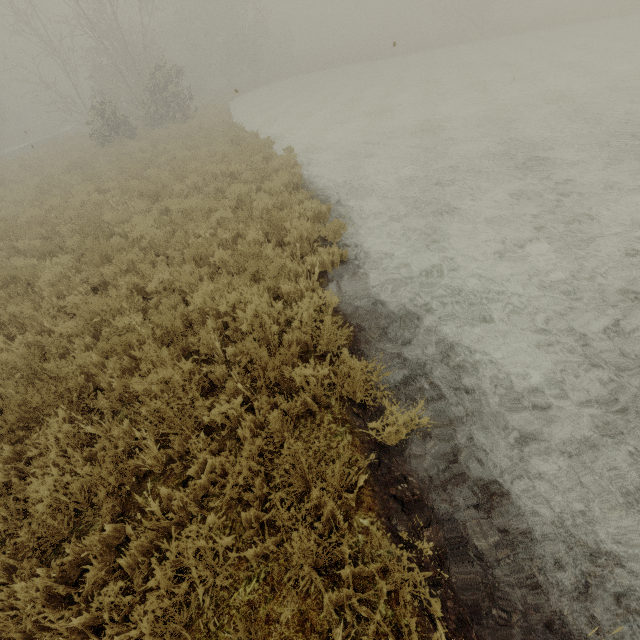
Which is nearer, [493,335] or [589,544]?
[589,544]
